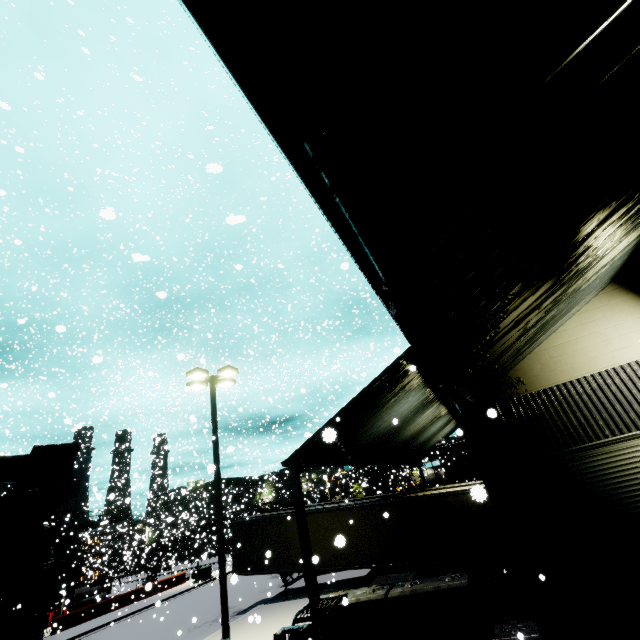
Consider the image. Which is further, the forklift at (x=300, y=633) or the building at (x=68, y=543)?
the building at (x=68, y=543)

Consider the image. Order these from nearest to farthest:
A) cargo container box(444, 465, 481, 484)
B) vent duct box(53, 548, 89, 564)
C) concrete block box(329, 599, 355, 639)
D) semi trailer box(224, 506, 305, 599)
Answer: concrete block box(329, 599, 355, 639), semi trailer box(224, 506, 305, 599), vent duct box(53, 548, 89, 564), cargo container box(444, 465, 481, 484)

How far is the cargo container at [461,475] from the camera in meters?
52.8 m

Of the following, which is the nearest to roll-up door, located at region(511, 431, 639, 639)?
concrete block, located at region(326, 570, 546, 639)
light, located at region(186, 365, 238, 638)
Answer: concrete block, located at region(326, 570, 546, 639)

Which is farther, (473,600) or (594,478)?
(594,478)

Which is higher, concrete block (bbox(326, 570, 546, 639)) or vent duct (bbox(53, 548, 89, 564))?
vent duct (bbox(53, 548, 89, 564))

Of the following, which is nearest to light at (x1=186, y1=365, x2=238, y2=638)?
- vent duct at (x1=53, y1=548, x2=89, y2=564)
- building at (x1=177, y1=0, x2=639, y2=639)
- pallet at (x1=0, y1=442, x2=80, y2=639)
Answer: building at (x1=177, y1=0, x2=639, y2=639)

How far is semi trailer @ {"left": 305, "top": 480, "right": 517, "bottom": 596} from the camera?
14.09m
